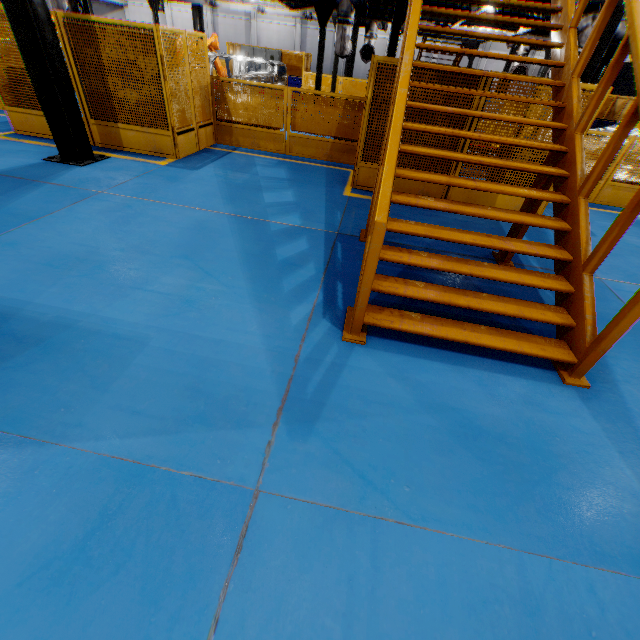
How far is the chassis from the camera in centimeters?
1141cm

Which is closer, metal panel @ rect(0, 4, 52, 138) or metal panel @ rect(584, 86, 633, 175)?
metal panel @ rect(584, 86, 633, 175)

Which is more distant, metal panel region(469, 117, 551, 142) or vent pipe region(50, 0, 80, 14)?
vent pipe region(50, 0, 80, 14)

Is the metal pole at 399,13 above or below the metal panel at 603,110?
above

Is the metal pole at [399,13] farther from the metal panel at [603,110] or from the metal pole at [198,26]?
the metal pole at [198,26]

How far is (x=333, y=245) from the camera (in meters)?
4.72

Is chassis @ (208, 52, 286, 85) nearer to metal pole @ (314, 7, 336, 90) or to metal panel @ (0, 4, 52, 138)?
metal pole @ (314, 7, 336, 90)

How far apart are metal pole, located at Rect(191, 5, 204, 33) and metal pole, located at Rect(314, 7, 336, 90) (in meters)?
10.99
